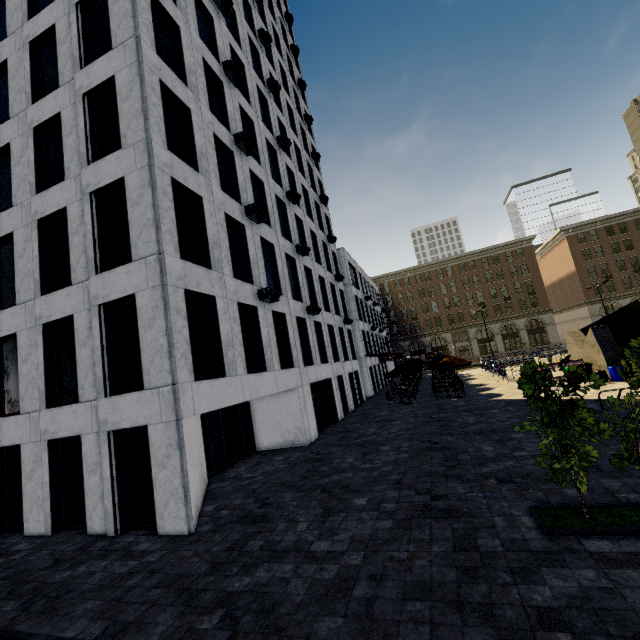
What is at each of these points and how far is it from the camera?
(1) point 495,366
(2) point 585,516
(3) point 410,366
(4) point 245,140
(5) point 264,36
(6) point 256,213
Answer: (1) fence, 29.6 meters
(2) tree, 6.0 meters
(3) umbrella, 26.9 meters
(4) air conditioner, 15.2 meters
(5) air conditioner, 22.6 meters
(6) air conditioner, 14.6 meters

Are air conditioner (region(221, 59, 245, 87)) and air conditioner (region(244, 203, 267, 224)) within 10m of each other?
yes

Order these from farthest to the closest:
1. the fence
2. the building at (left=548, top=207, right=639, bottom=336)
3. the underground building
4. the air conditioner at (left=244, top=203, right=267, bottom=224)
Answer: the building at (left=548, top=207, right=639, bottom=336), the fence, the underground building, the air conditioner at (left=244, top=203, right=267, bottom=224)

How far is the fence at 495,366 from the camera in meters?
26.5 m

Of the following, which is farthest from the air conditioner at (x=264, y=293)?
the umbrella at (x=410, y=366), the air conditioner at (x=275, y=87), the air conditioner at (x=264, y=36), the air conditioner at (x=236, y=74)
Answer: the air conditioner at (x=264, y=36)

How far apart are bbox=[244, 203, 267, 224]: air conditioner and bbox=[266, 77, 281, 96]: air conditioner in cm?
1253

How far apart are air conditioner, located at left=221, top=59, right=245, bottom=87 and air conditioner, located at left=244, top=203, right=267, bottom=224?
7.18m

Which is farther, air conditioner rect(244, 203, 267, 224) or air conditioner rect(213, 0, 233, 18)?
air conditioner rect(213, 0, 233, 18)
